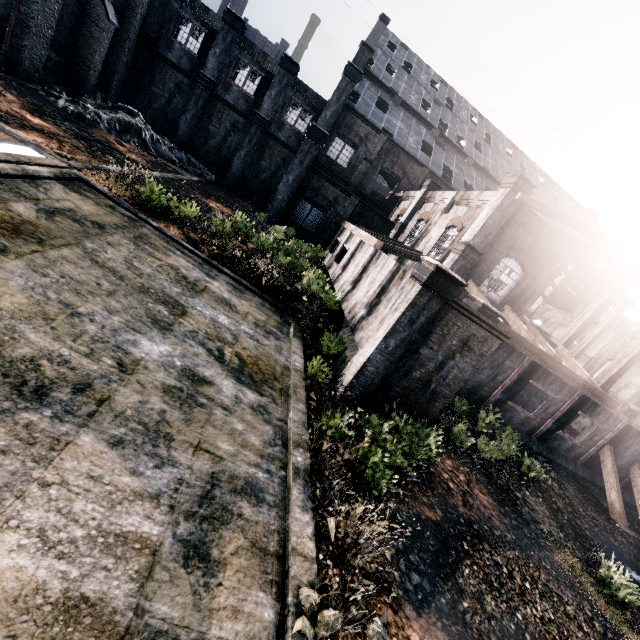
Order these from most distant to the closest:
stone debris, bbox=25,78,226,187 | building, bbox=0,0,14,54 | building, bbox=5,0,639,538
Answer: stone debris, bbox=25,78,226,187 → building, bbox=0,0,14,54 → building, bbox=5,0,639,538

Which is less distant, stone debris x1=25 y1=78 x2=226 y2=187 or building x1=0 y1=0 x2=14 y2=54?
building x1=0 y1=0 x2=14 y2=54

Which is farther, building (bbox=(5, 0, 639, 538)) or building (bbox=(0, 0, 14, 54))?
building (bbox=(0, 0, 14, 54))

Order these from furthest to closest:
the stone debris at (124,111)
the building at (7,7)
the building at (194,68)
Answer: the stone debris at (124,111) < the building at (7,7) < the building at (194,68)

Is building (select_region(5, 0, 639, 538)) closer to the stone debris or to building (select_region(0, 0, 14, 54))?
the stone debris

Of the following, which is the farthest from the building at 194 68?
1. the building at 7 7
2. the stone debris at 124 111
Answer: the building at 7 7

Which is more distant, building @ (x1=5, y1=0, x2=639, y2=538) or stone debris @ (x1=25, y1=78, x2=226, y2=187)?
stone debris @ (x1=25, y1=78, x2=226, y2=187)

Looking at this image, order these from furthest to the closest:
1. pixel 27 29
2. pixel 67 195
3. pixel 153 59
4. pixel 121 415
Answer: pixel 153 59 < pixel 27 29 < pixel 67 195 < pixel 121 415
